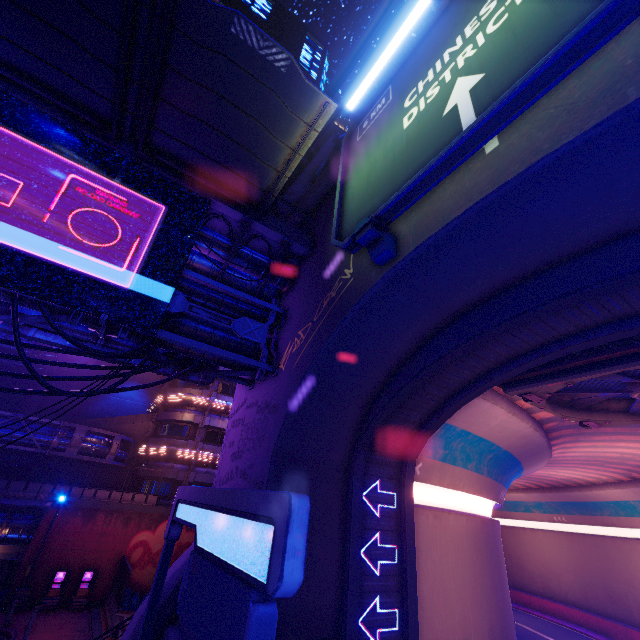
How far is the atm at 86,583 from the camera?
20.4m

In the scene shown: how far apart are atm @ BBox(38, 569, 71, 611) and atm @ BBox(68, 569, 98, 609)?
0.5 meters

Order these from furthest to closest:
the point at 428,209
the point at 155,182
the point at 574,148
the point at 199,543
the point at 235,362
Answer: the point at 235,362 < the point at 155,182 < the point at 428,209 < the point at 199,543 < the point at 574,148

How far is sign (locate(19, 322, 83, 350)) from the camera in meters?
9.3 m

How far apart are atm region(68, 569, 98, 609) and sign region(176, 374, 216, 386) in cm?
2057

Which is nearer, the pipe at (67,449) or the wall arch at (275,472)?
the wall arch at (275,472)
